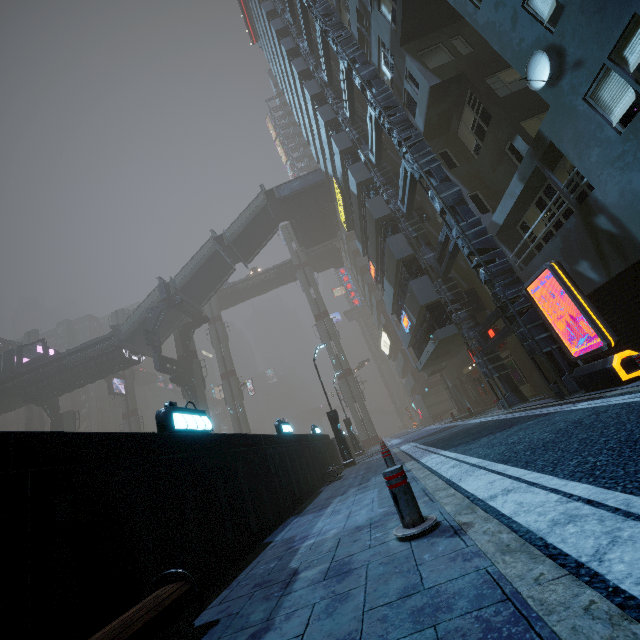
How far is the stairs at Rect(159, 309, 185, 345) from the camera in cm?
3434

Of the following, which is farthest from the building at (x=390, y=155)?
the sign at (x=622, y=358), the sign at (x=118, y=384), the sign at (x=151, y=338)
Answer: the sign at (x=118, y=384)

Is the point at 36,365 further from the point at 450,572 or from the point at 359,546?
the point at 450,572

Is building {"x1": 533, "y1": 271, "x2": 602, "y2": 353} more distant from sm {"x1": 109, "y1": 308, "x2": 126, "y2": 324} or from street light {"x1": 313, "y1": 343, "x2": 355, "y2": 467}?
street light {"x1": 313, "y1": 343, "x2": 355, "y2": 467}

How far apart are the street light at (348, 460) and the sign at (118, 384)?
37.5 meters

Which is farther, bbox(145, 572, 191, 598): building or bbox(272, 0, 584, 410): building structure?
bbox(272, 0, 584, 410): building structure

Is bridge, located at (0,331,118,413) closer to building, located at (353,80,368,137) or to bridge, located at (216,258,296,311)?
building, located at (353,80,368,137)

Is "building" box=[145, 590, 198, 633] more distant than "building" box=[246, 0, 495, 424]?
No
